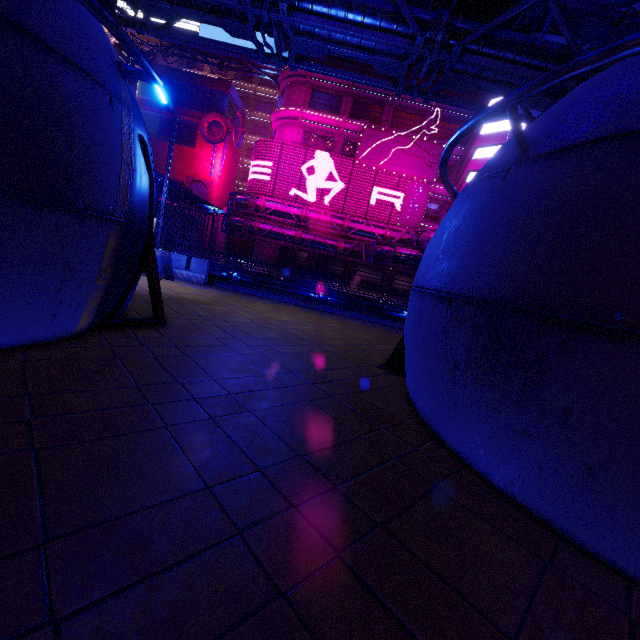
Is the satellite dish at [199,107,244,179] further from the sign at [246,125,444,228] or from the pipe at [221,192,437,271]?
the pipe at [221,192,437,271]

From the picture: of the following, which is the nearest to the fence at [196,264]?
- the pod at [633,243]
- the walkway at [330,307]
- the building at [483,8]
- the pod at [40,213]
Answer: the walkway at [330,307]

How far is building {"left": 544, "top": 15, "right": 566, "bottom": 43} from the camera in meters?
31.8

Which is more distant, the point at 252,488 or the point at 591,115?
the point at 591,115

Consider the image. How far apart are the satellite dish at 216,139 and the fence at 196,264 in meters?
38.4

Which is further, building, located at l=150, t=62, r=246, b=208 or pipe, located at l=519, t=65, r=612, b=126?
building, located at l=150, t=62, r=246, b=208

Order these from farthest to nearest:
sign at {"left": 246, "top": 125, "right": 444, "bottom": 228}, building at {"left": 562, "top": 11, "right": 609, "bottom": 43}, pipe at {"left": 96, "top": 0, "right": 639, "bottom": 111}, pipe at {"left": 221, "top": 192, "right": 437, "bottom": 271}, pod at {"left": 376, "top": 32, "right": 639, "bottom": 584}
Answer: sign at {"left": 246, "top": 125, "right": 444, "bottom": 228} → building at {"left": 562, "top": 11, "right": 609, "bottom": 43} → pipe at {"left": 221, "top": 192, "right": 437, "bottom": 271} → pipe at {"left": 96, "top": 0, "right": 639, "bottom": 111} → pod at {"left": 376, "top": 32, "right": 639, "bottom": 584}

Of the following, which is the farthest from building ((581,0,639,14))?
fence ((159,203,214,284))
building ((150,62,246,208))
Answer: building ((150,62,246,208))
